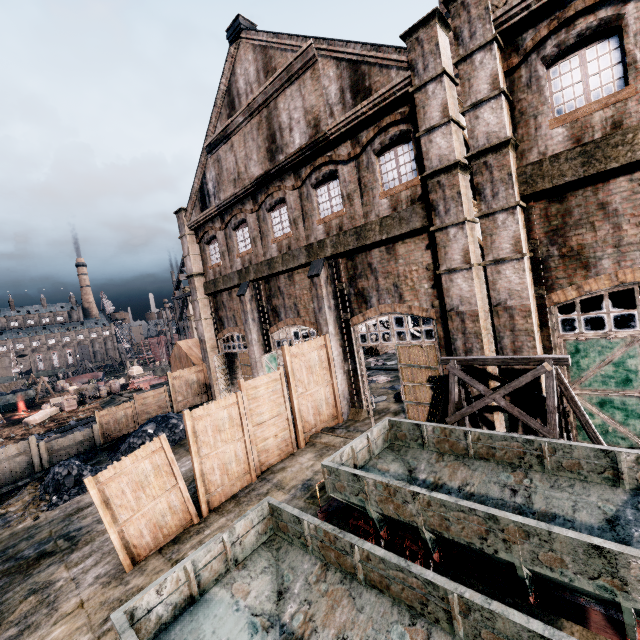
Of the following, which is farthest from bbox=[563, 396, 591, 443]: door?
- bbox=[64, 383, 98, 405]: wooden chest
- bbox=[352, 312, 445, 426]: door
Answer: bbox=[64, 383, 98, 405]: wooden chest

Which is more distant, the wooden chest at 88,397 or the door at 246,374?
the wooden chest at 88,397

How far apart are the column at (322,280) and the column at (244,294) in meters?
5.7

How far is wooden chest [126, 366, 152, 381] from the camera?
47.3 meters

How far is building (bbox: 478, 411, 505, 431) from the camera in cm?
1125

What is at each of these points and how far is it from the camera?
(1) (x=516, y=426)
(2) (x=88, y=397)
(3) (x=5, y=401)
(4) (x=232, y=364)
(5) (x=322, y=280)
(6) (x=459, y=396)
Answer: (1) building, 10.7m
(2) wooden chest, 39.9m
(3) rail car container, 49.0m
(4) building, 26.1m
(5) column, 15.9m
(6) wooden support structure, 10.4m

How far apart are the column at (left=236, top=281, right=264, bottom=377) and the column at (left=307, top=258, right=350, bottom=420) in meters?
5.7
